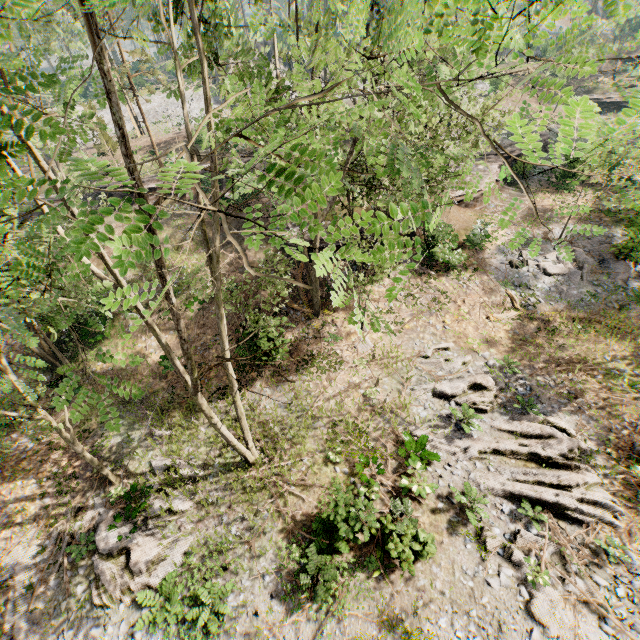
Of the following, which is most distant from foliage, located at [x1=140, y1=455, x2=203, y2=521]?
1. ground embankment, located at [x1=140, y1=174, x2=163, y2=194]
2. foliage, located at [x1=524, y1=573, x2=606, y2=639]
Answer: ground embankment, located at [x1=140, y1=174, x2=163, y2=194]

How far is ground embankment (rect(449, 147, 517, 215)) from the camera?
23.72m

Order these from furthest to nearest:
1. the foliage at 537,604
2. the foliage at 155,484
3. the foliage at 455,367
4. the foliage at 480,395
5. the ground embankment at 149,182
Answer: the ground embankment at 149,182
the foliage at 455,367
the foliage at 480,395
the foliage at 155,484
the foliage at 537,604

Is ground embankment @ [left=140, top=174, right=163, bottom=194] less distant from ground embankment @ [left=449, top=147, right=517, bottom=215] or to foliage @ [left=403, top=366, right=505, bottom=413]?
foliage @ [left=403, top=366, right=505, bottom=413]

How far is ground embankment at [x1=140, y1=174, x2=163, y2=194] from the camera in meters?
27.8

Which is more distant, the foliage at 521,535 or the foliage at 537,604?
the foliage at 521,535

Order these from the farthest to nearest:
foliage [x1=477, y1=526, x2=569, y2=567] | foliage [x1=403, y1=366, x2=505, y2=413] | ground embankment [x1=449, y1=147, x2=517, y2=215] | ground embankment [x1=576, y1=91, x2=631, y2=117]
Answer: ground embankment [x1=576, y1=91, x2=631, y2=117]
ground embankment [x1=449, y1=147, x2=517, y2=215]
foliage [x1=403, y1=366, x2=505, y2=413]
foliage [x1=477, y1=526, x2=569, y2=567]

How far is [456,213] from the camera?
23.0m
